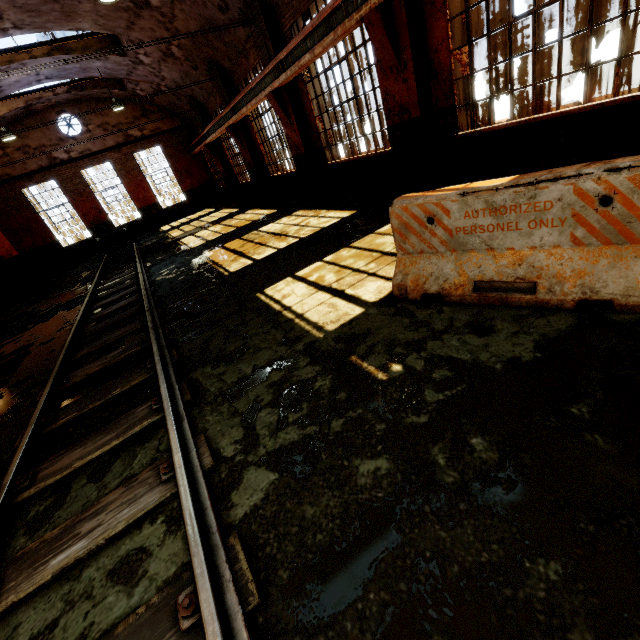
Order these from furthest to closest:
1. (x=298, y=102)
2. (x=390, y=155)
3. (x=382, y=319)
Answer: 1. (x=298, y=102)
2. (x=390, y=155)
3. (x=382, y=319)

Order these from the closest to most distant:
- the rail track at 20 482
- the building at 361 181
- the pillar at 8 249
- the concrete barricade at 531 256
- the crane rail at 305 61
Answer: the rail track at 20 482 < the concrete barricade at 531 256 < the building at 361 181 < the crane rail at 305 61 < the pillar at 8 249

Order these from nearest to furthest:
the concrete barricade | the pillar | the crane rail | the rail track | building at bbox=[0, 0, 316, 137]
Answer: the rail track → the concrete barricade → the crane rail → building at bbox=[0, 0, 316, 137] → the pillar

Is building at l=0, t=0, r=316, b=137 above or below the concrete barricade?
Result: above

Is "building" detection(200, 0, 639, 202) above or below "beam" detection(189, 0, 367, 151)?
below

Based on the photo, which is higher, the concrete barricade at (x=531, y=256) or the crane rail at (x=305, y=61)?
the crane rail at (x=305, y=61)

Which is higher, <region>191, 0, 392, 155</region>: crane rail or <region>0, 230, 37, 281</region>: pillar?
<region>191, 0, 392, 155</region>: crane rail

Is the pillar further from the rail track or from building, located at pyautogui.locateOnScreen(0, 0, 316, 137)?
Result: the rail track
